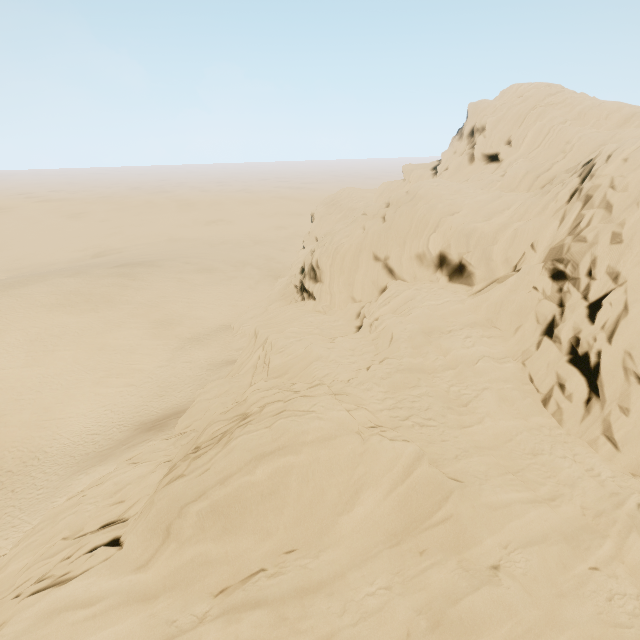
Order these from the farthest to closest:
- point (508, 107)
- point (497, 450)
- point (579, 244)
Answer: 1. point (508, 107)
2. point (579, 244)
3. point (497, 450)
